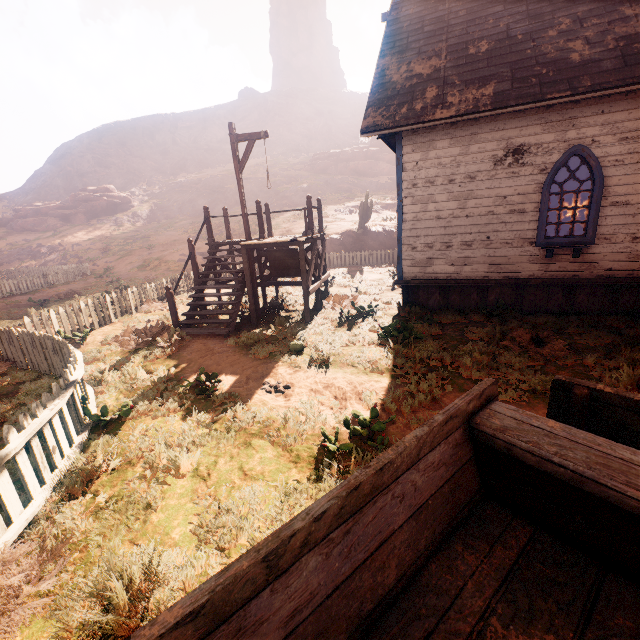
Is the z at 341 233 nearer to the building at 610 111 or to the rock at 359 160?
the rock at 359 160

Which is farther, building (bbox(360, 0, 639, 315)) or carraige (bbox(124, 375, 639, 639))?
building (bbox(360, 0, 639, 315))

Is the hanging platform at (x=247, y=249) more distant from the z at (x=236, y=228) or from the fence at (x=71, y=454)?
the z at (x=236, y=228)

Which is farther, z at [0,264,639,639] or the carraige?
z at [0,264,639,639]

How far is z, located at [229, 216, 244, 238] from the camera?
28.90m

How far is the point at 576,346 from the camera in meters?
6.5 m

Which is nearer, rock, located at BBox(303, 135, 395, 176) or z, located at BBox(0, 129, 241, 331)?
z, located at BBox(0, 129, 241, 331)

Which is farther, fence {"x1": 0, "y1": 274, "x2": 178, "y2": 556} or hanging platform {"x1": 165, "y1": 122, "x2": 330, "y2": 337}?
hanging platform {"x1": 165, "y1": 122, "x2": 330, "y2": 337}
